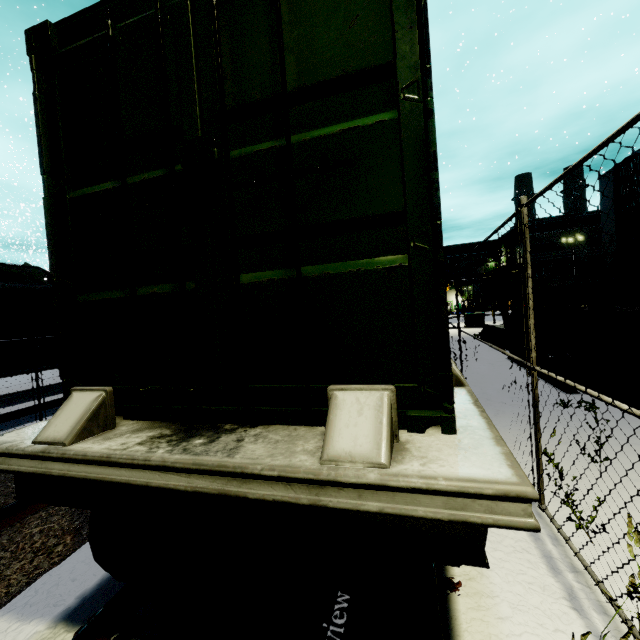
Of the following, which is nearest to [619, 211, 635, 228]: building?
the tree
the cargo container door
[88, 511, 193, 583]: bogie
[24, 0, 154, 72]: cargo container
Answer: the tree

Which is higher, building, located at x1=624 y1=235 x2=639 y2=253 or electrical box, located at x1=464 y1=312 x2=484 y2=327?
building, located at x1=624 y1=235 x2=639 y2=253

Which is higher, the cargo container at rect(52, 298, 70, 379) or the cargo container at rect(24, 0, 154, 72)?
the cargo container at rect(24, 0, 154, 72)

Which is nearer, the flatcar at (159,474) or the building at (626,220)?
the flatcar at (159,474)

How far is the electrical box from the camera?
25.4 meters

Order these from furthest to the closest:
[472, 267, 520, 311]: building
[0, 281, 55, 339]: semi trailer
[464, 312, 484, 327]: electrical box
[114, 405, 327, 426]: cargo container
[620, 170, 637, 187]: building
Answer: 1. [472, 267, 520, 311]: building
2. [464, 312, 484, 327]: electrical box
3. [620, 170, 637, 187]: building
4. [0, 281, 55, 339]: semi trailer
5. [114, 405, 327, 426]: cargo container

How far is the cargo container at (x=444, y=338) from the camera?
1.5 meters

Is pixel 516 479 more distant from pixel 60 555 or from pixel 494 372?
pixel 494 372
